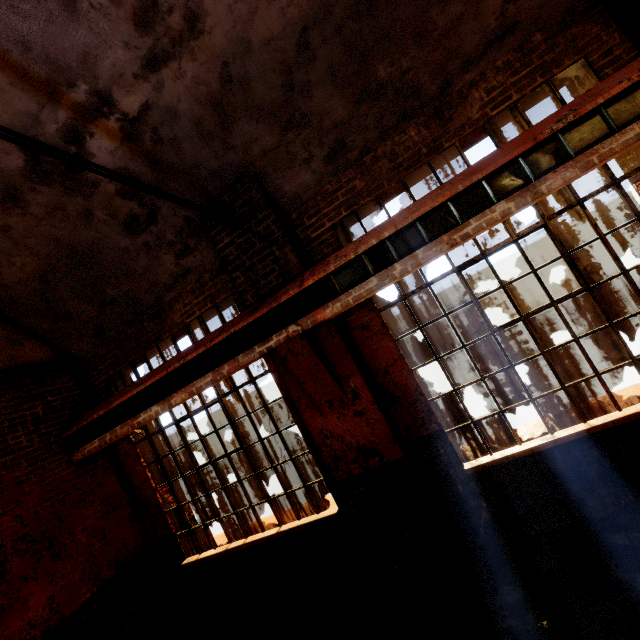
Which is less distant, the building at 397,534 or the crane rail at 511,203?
the crane rail at 511,203

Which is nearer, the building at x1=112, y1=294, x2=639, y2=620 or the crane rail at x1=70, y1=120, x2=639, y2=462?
the crane rail at x1=70, y1=120, x2=639, y2=462

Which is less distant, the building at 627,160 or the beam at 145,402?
the beam at 145,402

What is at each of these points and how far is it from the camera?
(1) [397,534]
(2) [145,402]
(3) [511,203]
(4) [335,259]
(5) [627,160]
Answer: (1) building, 3.9 meters
(2) beam, 4.8 meters
(3) crane rail, 3.0 meters
(4) crane rail, 3.7 meters
(5) building, 3.5 meters

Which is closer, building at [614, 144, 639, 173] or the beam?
the beam

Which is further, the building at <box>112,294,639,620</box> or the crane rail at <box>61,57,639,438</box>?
the building at <box>112,294,639,620</box>
